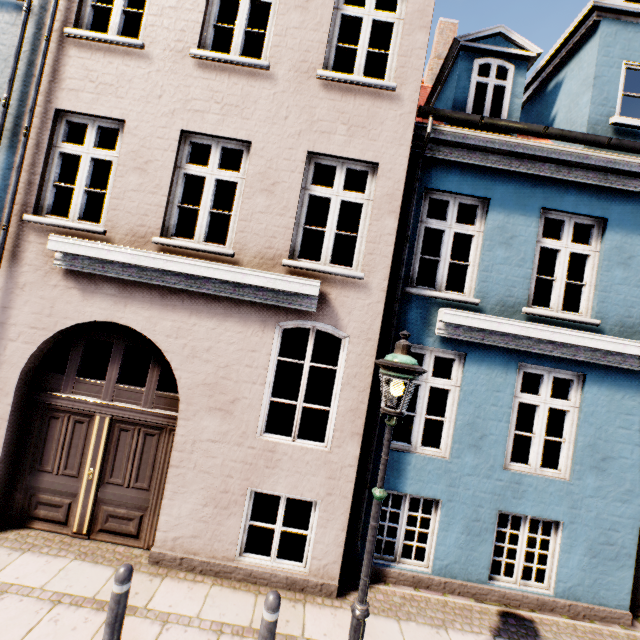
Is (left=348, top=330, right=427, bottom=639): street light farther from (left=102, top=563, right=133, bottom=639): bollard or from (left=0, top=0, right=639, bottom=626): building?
(left=102, top=563, right=133, bottom=639): bollard

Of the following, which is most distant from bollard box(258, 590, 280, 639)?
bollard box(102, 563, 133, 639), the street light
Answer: bollard box(102, 563, 133, 639)

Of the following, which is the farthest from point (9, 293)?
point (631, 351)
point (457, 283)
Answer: point (457, 283)

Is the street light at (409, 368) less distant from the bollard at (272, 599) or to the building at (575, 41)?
the bollard at (272, 599)

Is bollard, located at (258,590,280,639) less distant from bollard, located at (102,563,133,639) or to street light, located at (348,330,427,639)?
street light, located at (348,330,427,639)

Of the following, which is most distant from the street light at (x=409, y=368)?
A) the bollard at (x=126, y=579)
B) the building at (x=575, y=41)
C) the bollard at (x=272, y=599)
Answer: the bollard at (x=126, y=579)
